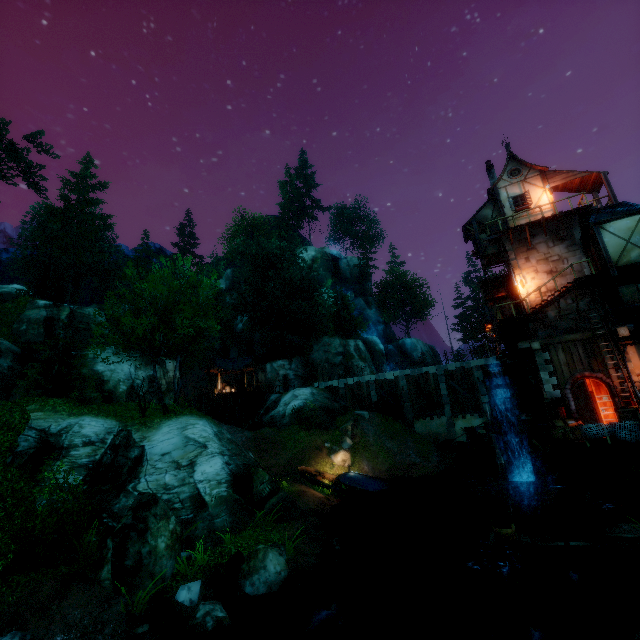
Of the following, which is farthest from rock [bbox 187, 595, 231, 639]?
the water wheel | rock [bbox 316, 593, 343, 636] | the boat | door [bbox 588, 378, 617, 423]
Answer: door [bbox 588, 378, 617, 423]

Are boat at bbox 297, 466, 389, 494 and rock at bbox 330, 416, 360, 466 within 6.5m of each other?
yes

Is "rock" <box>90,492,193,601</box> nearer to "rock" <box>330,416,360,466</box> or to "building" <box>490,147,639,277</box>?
"rock" <box>330,416,360,466</box>

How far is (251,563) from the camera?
10.2 meters

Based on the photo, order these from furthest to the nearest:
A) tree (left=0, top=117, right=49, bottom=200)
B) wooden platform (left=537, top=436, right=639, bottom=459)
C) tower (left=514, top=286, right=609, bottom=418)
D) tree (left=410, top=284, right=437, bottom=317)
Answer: Result:
tree (left=410, top=284, right=437, bottom=317)
tree (left=0, top=117, right=49, bottom=200)
tower (left=514, top=286, right=609, bottom=418)
wooden platform (left=537, top=436, right=639, bottom=459)

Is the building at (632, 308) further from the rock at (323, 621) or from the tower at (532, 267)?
the rock at (323, 621)

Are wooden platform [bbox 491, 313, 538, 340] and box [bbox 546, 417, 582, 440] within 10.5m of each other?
yes

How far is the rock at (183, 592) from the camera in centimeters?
906cm
